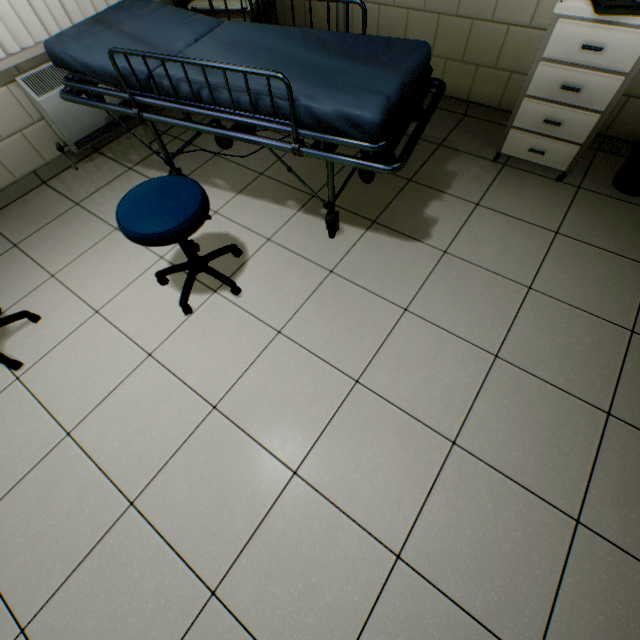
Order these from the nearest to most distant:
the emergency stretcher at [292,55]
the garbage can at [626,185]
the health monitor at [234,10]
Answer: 1. the emergency stretcher at [292,55]
2. the garbage can at [626,185]
3. the health monitor at [234,10]

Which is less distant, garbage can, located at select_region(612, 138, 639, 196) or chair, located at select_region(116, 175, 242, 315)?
chair, located at select_region(116, 175, 242, 315)

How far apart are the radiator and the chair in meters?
1.5

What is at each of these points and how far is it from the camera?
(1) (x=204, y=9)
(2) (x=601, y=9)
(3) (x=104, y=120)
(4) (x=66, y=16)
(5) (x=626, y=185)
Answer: (1) health monitor, 2.5m
(2) tray, 1.5m
(3) radiator, 2.6m
(4) blinds, 2.2m
(5) garbage can, 2.1m

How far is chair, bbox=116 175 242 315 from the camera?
1.42m

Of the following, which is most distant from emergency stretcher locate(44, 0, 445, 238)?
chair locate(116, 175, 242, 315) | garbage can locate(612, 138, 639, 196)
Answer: garbage can locate(612, 138, 639, 196)

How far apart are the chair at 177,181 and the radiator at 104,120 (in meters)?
1.53

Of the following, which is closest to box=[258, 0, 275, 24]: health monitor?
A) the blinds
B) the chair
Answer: the blinds
